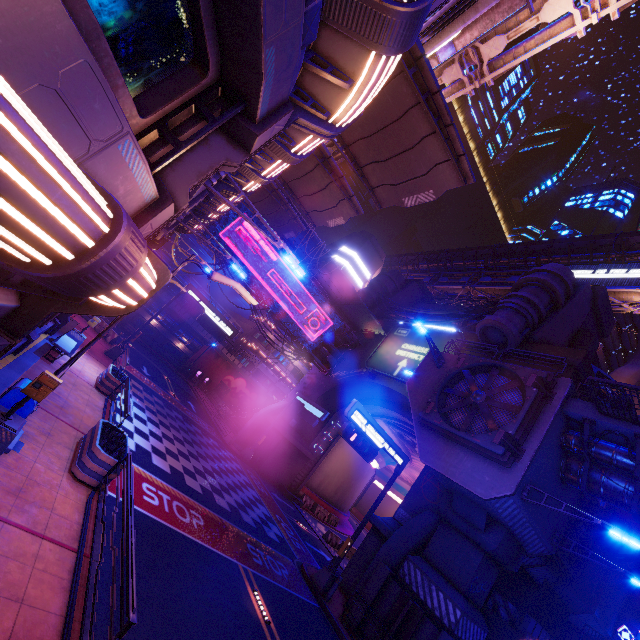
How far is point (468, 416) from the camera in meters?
14.2 m

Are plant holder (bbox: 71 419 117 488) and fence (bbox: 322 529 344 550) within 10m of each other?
no

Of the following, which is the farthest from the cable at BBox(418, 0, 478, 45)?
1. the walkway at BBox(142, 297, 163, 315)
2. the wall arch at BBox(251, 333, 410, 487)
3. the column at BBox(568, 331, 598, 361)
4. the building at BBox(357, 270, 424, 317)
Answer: the walkway at BBox(142, 297, 163, 315)

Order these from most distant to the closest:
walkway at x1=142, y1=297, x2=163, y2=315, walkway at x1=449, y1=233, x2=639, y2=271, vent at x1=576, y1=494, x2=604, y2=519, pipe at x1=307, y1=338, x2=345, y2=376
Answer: walkway at x1=142, y1=297, x2=163, y2=315, walkway at x1=449, y1=233, x2=639, y2=271, pipe at x1=307, y1=338, x2=345, y2=376, vent at x1=576, y1=494, x2=604, y2=519

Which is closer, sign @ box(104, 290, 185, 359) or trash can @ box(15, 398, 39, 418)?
trash can @ box(15, 398, 39, 418)

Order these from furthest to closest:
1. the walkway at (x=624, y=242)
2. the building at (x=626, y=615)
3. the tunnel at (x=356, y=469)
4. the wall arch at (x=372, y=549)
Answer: the walkway at (x=624, y=242) < the tunnel at (x=356, y=469) < the building at (x=626, y=615) < the wall arch at (x=372, y=549)

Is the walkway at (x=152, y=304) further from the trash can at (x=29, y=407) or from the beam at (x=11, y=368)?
the trash can at (x=29, y=407)

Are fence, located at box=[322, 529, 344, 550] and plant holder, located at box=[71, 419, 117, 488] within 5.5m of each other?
no
